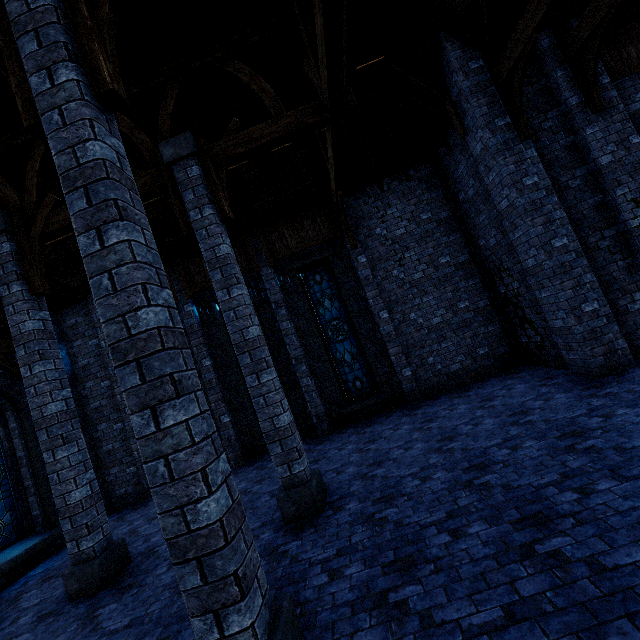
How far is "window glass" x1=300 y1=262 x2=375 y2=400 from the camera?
Answer: 10.64m

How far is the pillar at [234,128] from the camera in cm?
623

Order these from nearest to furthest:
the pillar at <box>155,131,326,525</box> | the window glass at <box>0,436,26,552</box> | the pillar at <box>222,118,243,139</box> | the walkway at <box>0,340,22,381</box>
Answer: the pillar at <box>155,131,326,525</box> → the pillar at <box>222,118,243,139</box> → the window glass at <box>0,436,26,552</box> → the walkway at <box>0,340,22,381</box>

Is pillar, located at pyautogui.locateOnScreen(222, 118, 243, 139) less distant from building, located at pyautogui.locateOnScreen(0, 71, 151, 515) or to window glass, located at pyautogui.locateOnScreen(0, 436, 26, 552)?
building, located at pyautogui.locateOnScreen(0, 71, 151, 515)

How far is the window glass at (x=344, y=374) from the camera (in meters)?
10.64

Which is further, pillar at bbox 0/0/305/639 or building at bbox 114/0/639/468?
building at bbox 114/0/639/468

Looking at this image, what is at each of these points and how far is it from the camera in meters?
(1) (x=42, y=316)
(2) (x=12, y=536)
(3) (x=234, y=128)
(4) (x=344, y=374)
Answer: (1) pillar, 6.3
(2) window glass, 8.0
(3) pillar, 6.2
(4) window glass, 10.7

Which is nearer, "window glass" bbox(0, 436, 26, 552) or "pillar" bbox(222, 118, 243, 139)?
"pillar" bbox(222, 118, 243, 139)
